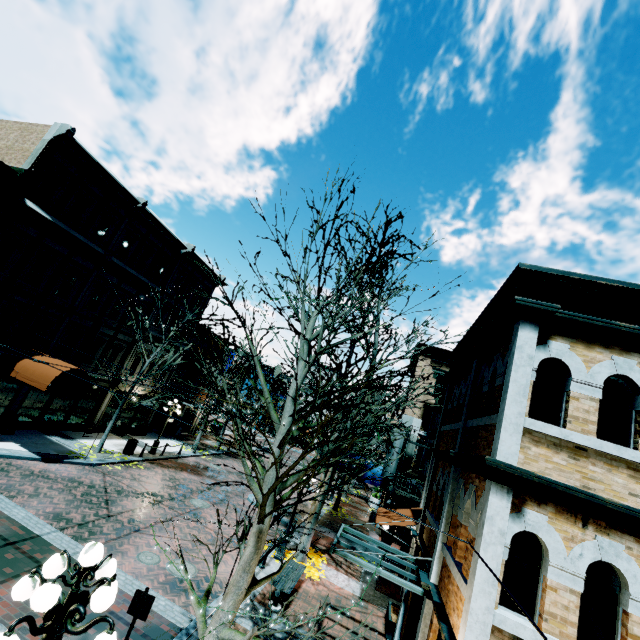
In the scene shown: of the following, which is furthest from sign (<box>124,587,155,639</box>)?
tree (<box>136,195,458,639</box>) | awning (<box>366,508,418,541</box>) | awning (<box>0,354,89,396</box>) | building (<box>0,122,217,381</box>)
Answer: awning (<box>0,354,89,396</box>)

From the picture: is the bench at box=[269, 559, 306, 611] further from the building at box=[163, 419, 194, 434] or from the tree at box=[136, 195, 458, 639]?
the building at box=[163, 419, 194, 434]

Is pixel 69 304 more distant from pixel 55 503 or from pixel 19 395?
pixel 55 503

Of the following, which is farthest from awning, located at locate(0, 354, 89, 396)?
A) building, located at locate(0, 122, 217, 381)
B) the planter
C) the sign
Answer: the planter

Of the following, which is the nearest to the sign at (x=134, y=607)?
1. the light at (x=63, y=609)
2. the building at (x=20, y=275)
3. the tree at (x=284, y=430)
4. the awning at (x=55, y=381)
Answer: the tree at (x=284, y=430)

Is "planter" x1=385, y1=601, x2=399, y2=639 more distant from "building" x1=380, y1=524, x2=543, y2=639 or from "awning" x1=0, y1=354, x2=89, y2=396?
"awning" x1=0, y1=354, x2=89, y2=396

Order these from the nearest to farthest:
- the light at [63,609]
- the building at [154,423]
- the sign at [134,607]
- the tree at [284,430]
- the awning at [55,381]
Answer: the light at [63,609]
the tree at [284,430]
the sign at [134,607]
the awning at [55,381]
the building at [154,423]

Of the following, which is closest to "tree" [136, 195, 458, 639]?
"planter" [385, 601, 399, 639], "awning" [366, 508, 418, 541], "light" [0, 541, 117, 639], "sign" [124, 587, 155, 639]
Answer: "light" [0, 541, 117, 639]
